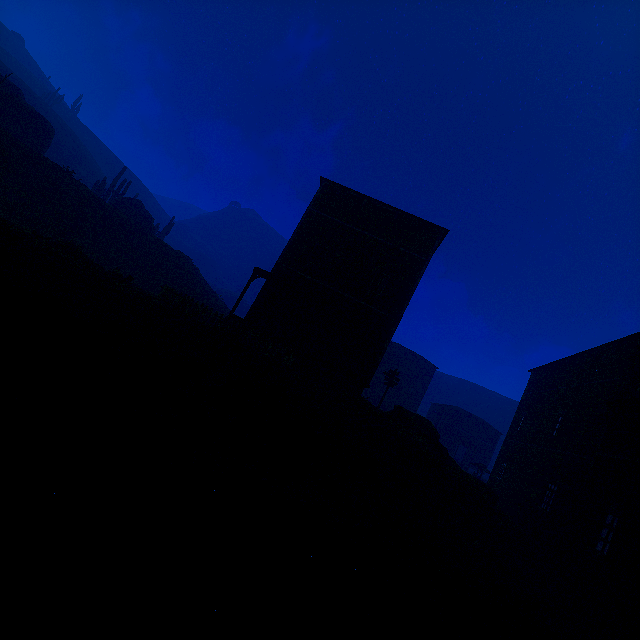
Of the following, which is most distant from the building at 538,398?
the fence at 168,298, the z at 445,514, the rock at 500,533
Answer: the fence at 168,298

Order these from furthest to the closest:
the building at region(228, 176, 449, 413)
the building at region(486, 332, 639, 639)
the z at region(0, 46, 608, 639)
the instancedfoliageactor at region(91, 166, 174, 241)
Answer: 1. the instancedfoliageactor at region(91, 166, 174, 241)
2. the building at region(228, 176, 449, 413)
3. the building at region(486, 332, 639, 639)
4. the z at region(0, 46, 608, 639)

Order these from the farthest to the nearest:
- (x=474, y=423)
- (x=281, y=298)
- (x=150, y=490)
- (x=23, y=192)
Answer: (x=474, y=423), (x=23, y=192), (x=281, y=298), (x=150, y=490)

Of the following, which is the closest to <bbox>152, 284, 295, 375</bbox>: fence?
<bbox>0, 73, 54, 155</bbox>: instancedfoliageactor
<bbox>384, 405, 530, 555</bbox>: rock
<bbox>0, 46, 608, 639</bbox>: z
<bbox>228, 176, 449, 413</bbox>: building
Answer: <bbox>0, 46, 608, 639</bbox>: z

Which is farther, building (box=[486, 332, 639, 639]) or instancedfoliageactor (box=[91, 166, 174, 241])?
instancedfoliageactor (box=[91, 166, 174, 241])

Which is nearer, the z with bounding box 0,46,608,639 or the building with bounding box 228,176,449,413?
the z with bounding box 0,46,608,639

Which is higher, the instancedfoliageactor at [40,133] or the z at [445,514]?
the instancedfoliageactor at [40,133]

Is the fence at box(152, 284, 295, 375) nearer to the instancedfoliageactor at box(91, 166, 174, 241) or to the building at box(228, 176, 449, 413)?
the building at box(228, 176, 449, 413)
